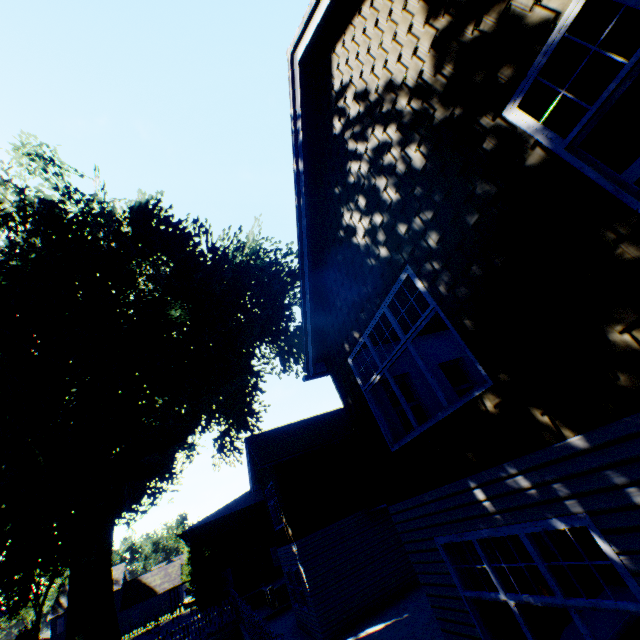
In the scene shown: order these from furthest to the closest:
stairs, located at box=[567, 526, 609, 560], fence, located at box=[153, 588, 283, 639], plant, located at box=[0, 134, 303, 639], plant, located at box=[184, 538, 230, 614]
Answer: plant, located at box=[184, 538, 230, 614] → plant, located at box=[0, 134, 303, 639] → fence, located at box=[153, 588, 283, 639] → stairs, located at box=[567, 526, 609, 560]

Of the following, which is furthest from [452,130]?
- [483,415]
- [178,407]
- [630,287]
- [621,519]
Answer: [178,407]

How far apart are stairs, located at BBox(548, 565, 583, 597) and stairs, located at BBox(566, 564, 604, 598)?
0.18m

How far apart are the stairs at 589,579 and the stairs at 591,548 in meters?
0.2 m

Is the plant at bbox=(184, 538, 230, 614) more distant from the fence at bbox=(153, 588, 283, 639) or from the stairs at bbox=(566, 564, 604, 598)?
the stairs at bbox=(566, 564, 604, 598)

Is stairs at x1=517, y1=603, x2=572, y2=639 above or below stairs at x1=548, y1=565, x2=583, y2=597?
below

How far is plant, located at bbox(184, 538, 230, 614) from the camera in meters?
25.6

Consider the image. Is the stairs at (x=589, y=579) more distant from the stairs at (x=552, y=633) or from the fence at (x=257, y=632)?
the fence at (x=257, y=632)
